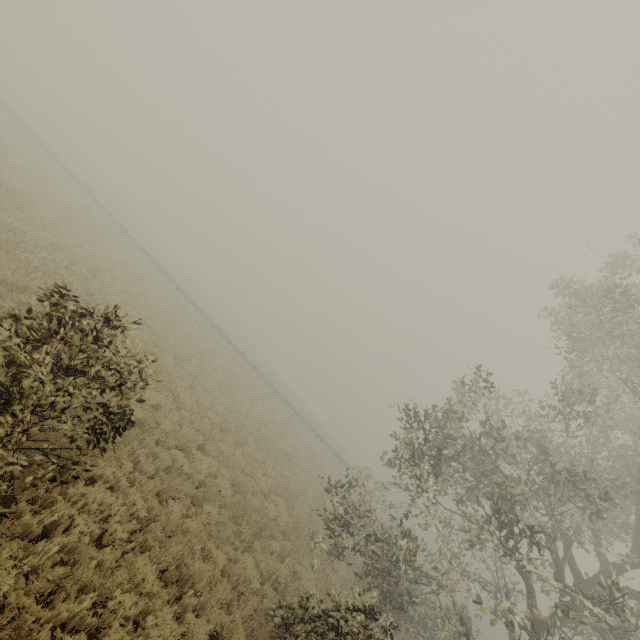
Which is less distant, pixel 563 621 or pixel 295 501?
pixel 563 621
